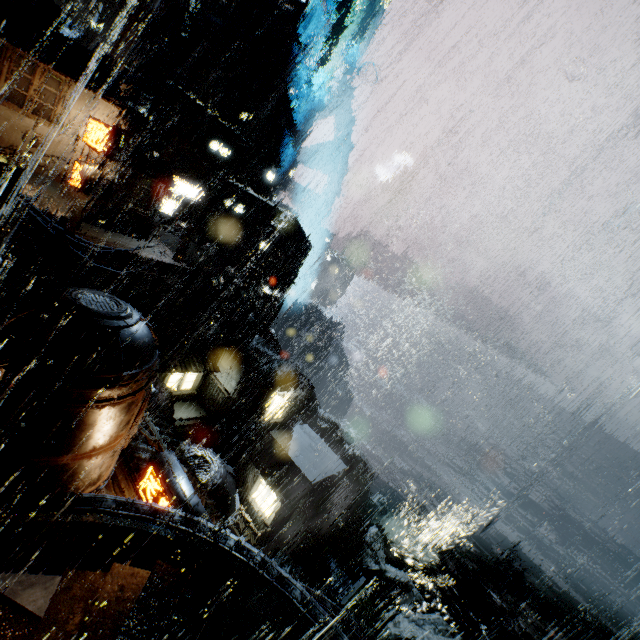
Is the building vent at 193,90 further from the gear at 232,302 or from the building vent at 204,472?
the building vent at 204,472

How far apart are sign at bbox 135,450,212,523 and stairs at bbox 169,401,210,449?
20.70m

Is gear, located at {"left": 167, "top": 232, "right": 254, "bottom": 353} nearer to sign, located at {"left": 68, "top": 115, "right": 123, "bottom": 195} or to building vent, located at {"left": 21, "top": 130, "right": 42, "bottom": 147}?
sign, located at {"left": 68, "top": 115, "right": 123, "bottom": 195}

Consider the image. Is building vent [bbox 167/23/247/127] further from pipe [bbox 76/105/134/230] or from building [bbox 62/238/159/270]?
pipe [bbox 76/105/134/230]

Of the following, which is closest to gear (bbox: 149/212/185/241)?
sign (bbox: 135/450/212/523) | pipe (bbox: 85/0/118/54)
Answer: sign (bbox: 135/450/212/523)

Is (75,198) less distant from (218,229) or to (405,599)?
(218,229)

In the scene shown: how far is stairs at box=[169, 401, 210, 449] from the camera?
31.17m

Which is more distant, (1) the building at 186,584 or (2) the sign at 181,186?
(2) the sign at 181,186
